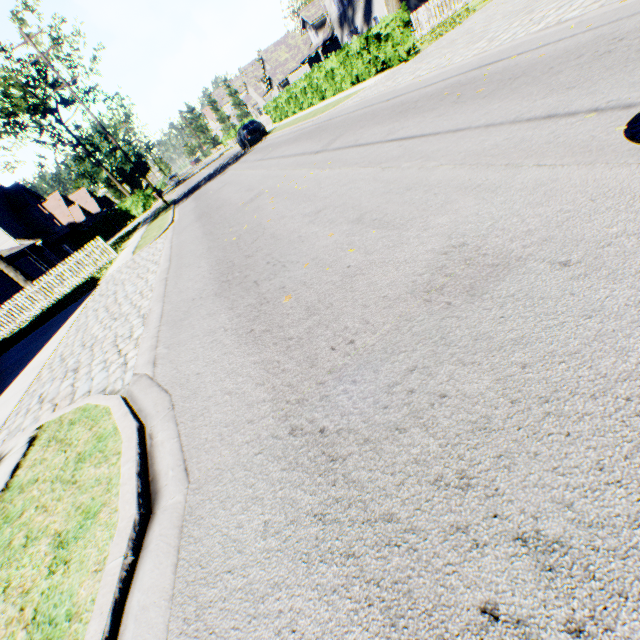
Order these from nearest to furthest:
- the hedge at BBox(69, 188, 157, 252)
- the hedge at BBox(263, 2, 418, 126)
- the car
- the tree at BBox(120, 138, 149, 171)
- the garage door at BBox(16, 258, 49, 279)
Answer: the hedge at BBox(263, 2, 418, 126), the car, the garage door at BBox(16, 258, 49, 279), the hedge at BBox(69, 188, 157, 252), the tree at BBox(120, 138, 149, 171)

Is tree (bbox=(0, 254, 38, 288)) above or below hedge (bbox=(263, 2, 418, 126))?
above

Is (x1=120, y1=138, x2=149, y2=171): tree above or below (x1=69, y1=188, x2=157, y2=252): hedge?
above

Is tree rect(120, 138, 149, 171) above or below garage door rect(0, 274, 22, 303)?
above

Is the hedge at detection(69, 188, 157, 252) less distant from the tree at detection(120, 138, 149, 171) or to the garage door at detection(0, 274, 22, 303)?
the tree at detection(120, 138, 149, 171)

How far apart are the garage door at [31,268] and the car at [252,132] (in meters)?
20.83

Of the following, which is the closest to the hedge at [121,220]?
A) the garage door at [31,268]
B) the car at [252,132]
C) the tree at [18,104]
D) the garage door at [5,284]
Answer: the tree at [18,104]

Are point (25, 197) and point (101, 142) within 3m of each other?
no
